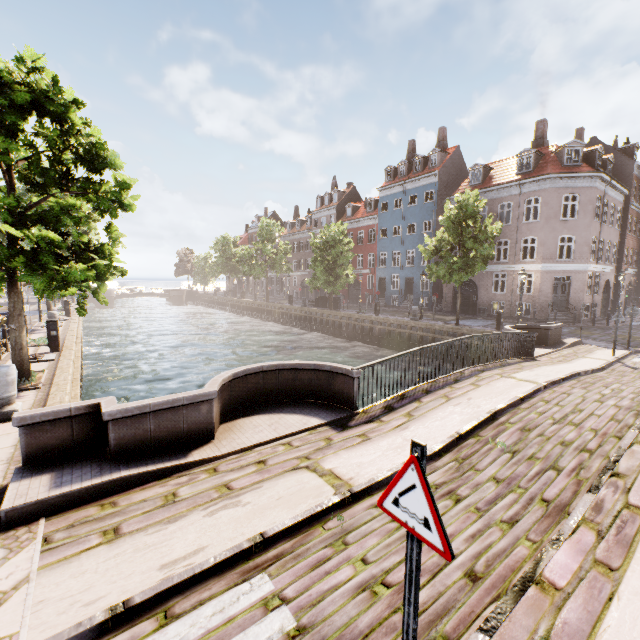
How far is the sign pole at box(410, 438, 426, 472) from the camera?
1.8 meters

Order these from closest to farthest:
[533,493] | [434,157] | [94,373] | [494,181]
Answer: [533,493] < [94,373] < [494,181] < [434,157]

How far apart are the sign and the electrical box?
15.2 meters

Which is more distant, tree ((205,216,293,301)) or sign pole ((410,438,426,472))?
tree ((205,216,293,301))

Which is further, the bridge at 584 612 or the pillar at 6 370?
the pillar at 6 370

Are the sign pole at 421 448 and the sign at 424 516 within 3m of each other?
yes

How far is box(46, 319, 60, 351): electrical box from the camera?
12.57m

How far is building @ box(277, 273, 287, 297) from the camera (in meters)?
56.97
